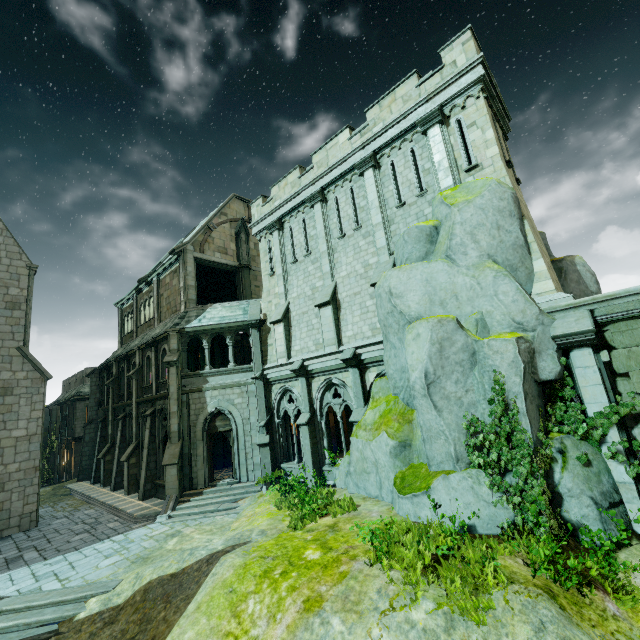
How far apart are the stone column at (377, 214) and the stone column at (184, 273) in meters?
12.1

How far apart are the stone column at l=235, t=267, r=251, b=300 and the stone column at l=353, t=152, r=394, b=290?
11.7m

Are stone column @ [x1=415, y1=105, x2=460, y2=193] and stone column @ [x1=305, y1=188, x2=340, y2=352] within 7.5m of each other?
yes

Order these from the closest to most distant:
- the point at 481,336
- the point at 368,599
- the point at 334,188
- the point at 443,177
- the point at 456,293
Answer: the point at 368,599 → the point at 481,336 → the point at 456,293 → the point at 443,177 → the point at 334,188

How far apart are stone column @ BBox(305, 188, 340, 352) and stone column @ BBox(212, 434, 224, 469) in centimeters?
1056cm

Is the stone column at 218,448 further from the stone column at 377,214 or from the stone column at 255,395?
the stone column at 377,214

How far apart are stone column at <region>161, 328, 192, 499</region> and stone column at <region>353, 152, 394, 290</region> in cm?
1133

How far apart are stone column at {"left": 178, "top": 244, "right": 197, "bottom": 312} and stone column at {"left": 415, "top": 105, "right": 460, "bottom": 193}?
15.2m
